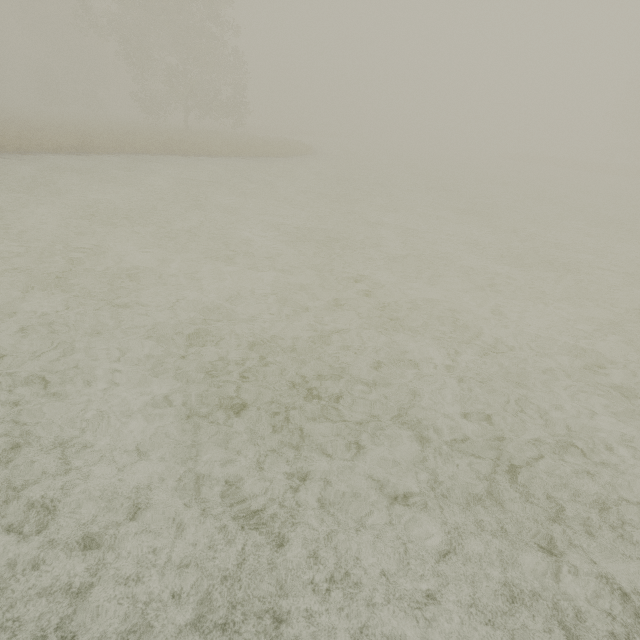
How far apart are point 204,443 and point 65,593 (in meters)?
1.34
